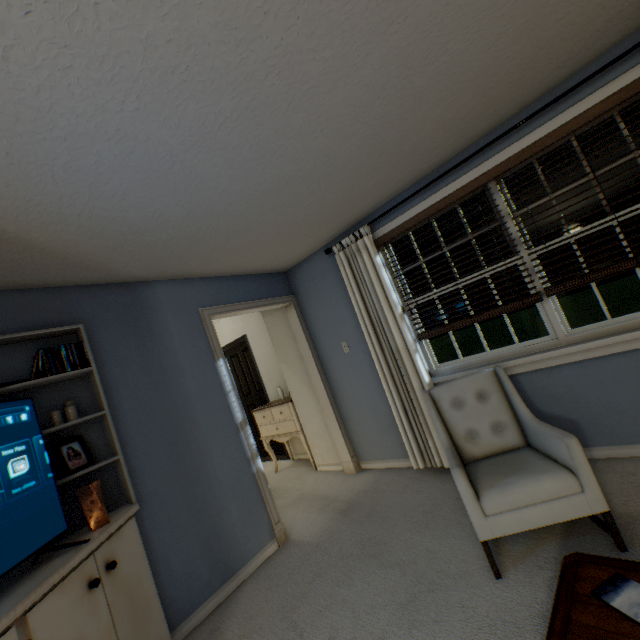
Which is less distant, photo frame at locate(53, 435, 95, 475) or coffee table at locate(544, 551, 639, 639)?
coffee table at locate(544, 551, 639, 639)

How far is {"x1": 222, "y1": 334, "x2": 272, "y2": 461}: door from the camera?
5.4 meters

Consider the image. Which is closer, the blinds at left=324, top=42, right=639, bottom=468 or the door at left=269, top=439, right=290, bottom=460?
the blinds at left=324, top=42, right=639, bottom=468

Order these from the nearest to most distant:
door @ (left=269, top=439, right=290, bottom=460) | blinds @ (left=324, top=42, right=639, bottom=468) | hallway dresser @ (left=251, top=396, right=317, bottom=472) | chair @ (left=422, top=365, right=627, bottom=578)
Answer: chair @ (left=422, top=365, right=627, bottom=578), blinds @ (left=324, top=42, right=639, bottom=468), hallway dresser @ (left=251, top=396, right=317, bottom=472), door @ (left=269, top=439, right=290, bottom=460)

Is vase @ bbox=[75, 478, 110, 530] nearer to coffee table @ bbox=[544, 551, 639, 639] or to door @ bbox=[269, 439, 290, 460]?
coffee table @ bbox=[544, 551, 639, 639]

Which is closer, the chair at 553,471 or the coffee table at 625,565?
the coffee table at 625,565

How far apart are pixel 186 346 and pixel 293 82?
2.1m

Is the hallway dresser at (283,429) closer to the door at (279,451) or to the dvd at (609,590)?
the door at (279,451)
